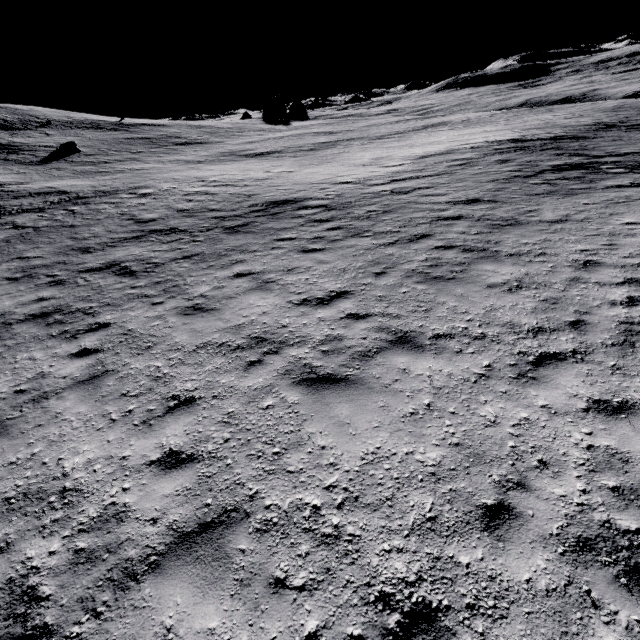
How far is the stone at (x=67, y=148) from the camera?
33.1 meters

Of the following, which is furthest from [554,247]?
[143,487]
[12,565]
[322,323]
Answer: [12,565]

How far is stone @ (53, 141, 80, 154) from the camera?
33.07m
